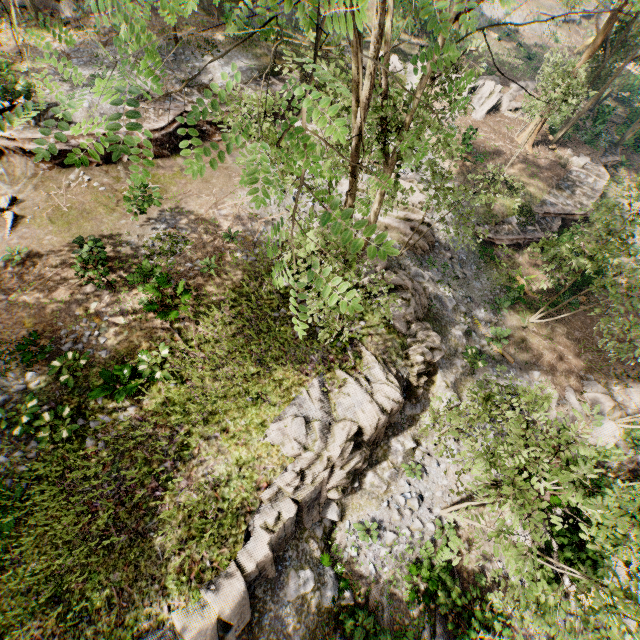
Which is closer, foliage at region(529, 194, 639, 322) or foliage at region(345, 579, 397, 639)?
foliage at region(345, 579, 397, 639)

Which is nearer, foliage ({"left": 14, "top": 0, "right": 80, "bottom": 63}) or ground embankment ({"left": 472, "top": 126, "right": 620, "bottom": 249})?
foliage ({"left": 14, "top": 0, "right": 80, "bottom": 63})

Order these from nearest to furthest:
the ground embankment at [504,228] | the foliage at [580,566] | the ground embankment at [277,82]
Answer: the foliage at [580,566]
the ground embankment at [277,82]
the ground embankment at [504,228]

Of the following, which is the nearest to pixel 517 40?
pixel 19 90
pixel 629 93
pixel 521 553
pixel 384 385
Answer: pixel 629 93

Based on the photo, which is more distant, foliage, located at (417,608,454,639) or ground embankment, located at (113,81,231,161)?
ground embankment, located at (113,81,231,161)

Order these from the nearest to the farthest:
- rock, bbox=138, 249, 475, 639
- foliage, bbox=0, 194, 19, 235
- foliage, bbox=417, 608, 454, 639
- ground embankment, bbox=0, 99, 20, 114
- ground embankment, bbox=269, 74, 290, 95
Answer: rock, bbox=138, 249, 475, 639, foliage, bbox=417, 608, 454, 639, foliage, bbox=0, 194, 19, 235, ground embankment, bbox=0, 99, 20, 114, ground embankment, bbox=269, 74, 290, 95

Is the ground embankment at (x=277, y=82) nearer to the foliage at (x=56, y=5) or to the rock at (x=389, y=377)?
the foliage at (x=56, y=5)
